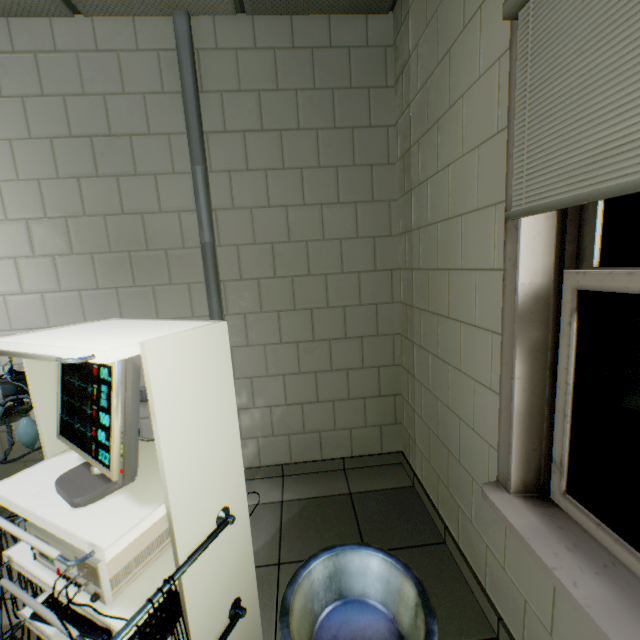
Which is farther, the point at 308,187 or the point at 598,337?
the point at 308,187

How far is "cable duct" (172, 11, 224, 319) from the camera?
2.0m

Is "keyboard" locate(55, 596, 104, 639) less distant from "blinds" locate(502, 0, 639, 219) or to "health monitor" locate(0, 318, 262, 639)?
"health monitor" locate(0, 318, 262, 639)

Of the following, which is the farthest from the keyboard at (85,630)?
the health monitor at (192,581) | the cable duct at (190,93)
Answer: the cable duct at (190,93)

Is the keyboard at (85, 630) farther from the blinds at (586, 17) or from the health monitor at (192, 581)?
the blinds at (586, 17)

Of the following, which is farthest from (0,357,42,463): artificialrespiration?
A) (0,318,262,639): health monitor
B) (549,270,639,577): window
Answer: (549,270,639,577): window

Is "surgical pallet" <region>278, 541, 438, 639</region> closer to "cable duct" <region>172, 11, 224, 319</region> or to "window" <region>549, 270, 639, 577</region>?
"window" <region>549, 270, 639, 577</region>

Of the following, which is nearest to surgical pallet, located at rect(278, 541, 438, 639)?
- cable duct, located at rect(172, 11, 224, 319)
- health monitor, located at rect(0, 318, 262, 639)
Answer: health monitor, located at rect(0, 318, 262, 639)
